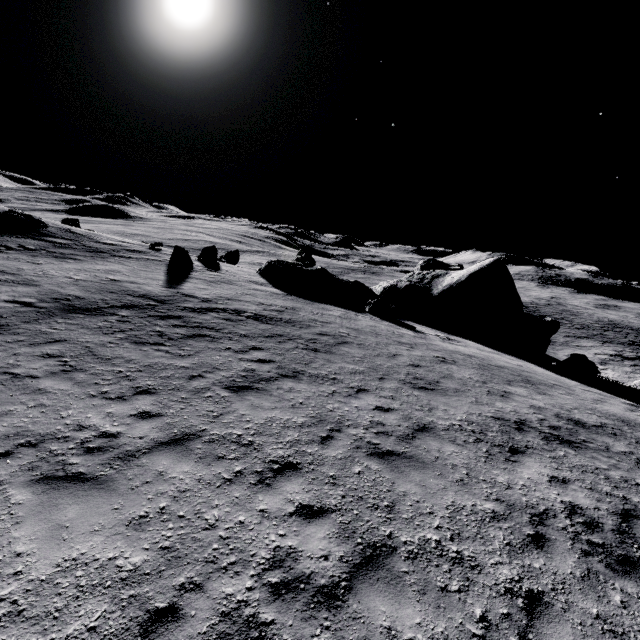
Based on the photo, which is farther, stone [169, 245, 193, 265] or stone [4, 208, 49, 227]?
stone [4, 208, 49, 227]

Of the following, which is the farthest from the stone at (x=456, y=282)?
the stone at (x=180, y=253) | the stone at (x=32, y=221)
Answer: the stone at (x=32, y=221)

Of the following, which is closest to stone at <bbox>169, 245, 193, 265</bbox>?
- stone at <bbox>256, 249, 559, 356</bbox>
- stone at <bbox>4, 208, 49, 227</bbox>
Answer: stone at <bbox>256, 249, 559, 356</bbox>

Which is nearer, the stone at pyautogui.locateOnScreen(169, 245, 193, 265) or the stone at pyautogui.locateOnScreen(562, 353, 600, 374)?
the stone at pyautogui.locateOnScreen(562, 353, 600, 374)

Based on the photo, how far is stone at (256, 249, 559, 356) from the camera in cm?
2188

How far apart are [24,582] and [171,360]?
6.22m
